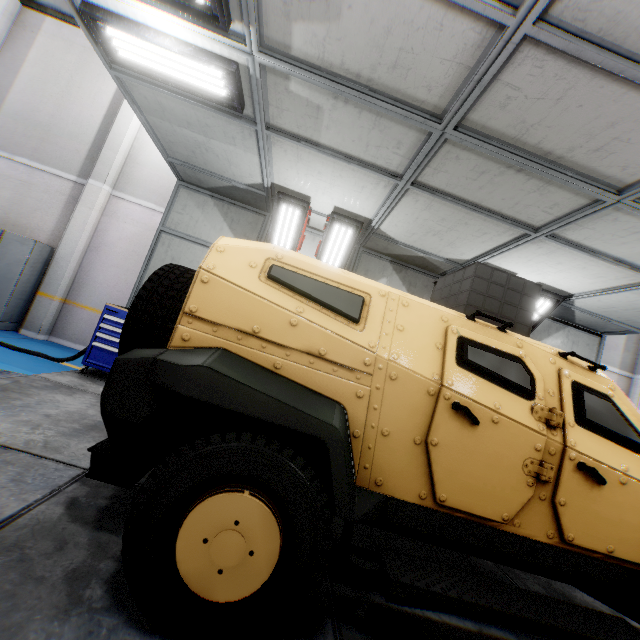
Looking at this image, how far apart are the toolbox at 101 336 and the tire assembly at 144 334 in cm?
230

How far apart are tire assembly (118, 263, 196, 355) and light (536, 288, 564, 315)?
5.7m

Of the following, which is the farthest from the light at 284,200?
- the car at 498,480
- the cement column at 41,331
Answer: the cement column at 41,331

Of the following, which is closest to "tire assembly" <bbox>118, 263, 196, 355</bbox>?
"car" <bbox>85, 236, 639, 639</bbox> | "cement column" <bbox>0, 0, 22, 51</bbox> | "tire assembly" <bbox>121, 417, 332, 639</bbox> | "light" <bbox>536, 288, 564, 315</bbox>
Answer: "car" <bbox>85, 236, 639, 639</bbox>

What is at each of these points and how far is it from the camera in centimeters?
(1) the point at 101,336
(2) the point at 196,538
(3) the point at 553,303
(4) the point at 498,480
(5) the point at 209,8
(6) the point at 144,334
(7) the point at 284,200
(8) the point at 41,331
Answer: (1) toolbox, 531cm
(2) tire assembly, 147cm
(3) light, 604cm
(4) car, 197cm
(5) light, 274cm
(6) tire assembly, 226cm
(7) light, 559cm
(8) cement column, 767cm

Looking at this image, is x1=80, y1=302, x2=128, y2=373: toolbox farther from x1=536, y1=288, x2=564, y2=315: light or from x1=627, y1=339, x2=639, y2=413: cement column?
x1=627, y1=339, x2=639, y2=413: cement column

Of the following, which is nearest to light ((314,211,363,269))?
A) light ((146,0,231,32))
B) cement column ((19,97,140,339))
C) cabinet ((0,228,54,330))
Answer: light ((146,0,231,32))

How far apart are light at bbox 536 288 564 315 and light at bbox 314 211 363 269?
3.34m
